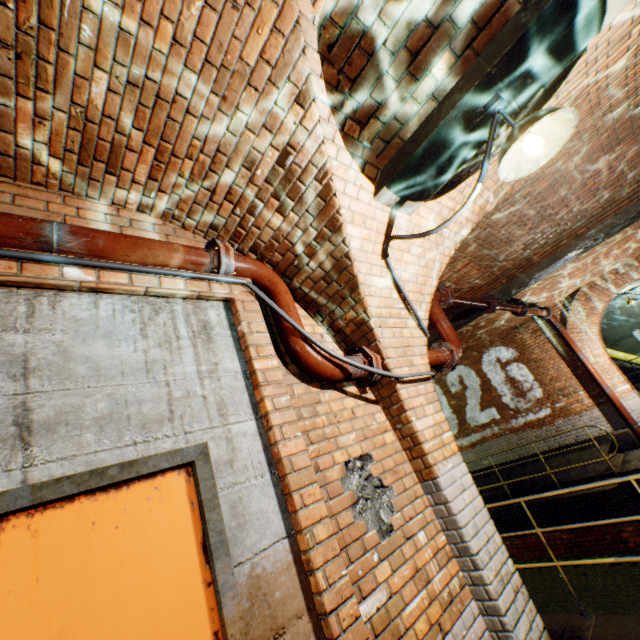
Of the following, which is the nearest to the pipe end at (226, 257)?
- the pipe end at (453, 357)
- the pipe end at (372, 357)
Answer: the pipe end at (372, 357)

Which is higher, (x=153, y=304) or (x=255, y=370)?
(x=153, y=304)

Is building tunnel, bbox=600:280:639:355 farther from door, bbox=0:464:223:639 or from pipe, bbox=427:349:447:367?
door, bbox=0:464:223:639

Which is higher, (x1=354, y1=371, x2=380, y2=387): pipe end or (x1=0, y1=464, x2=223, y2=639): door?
(x1=354, y1=371, x2=380, y2=387): pipe end

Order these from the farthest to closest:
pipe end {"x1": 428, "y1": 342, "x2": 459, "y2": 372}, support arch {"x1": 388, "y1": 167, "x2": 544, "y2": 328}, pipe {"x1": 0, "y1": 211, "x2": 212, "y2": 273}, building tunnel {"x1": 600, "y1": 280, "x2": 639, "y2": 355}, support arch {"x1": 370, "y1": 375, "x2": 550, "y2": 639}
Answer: building tunnel {"x1": 600, "y1": 280, "x2": 639, "y2": 355}
pipe end {"x1": 428, "y1": 342, "x2": 459, "y2": 372}
support arch {"x1": 388, "y1": 167, "x2": 544, "y2": 328}
support arch {"x1": 370, "y1": 375, "x2": 550, "y2": 639}
pipe {"x1": 0, "y1": 211, "x2": 212, "y2": 273}

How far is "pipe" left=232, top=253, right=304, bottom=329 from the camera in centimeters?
259cm

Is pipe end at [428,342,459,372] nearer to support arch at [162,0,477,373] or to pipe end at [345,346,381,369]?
support arch at [162,0,477,373]

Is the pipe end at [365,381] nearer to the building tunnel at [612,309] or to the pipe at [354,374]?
the pipe at [354,374]
